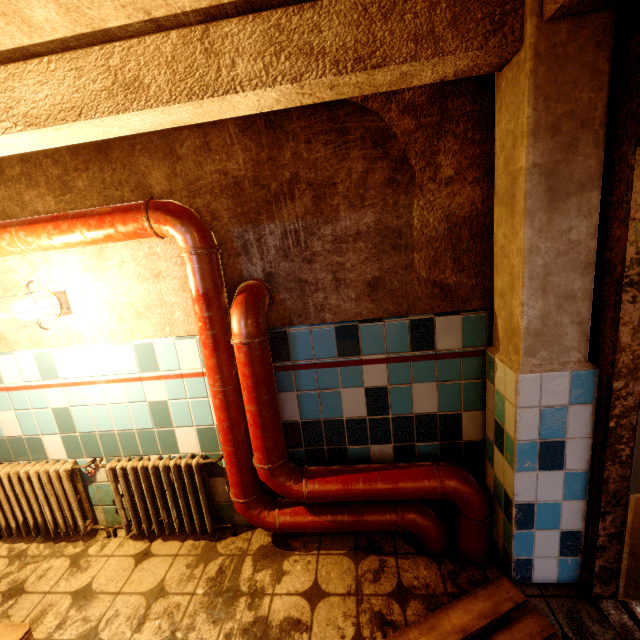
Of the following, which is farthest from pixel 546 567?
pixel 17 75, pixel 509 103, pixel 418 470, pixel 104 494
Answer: pixel 17 75

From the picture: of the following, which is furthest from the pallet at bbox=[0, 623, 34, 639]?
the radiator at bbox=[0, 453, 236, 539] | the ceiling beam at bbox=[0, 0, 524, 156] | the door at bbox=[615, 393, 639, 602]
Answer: the door at bbox=[615, 393, 639, 602]

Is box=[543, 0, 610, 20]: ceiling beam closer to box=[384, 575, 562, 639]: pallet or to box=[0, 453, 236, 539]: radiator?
box=[0, 453, 236, 539]: radiator

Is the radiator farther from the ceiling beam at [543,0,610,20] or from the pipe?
the ceiling beam at [543,0,610,20]

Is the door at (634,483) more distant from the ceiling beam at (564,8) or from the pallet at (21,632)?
the pallet at (21,632)

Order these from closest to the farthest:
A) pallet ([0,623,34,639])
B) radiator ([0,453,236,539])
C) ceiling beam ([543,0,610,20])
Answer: ceiling beam ([543,0,610,20])
pallet ([0,623,34,639])
radiator ([0,453,236,539])

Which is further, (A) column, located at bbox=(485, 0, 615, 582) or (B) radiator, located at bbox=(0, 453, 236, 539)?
(B) radiator, located at bbox=(0, 453, 236, 539)

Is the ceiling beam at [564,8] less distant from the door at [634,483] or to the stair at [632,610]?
the door at [634,483]
